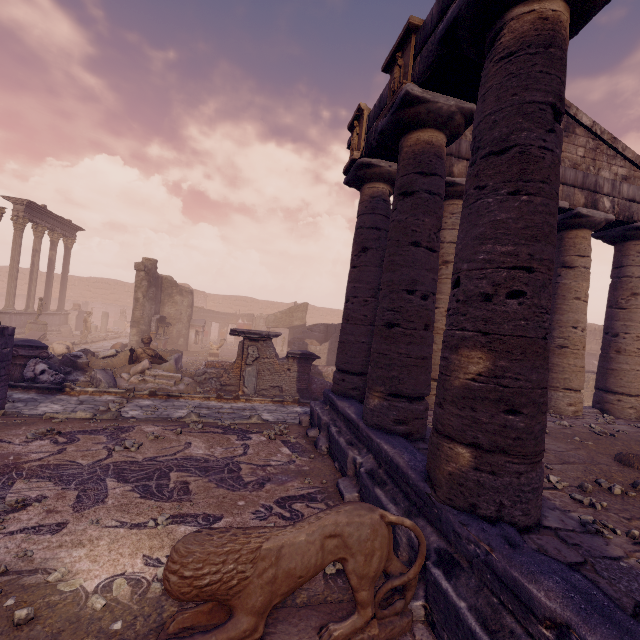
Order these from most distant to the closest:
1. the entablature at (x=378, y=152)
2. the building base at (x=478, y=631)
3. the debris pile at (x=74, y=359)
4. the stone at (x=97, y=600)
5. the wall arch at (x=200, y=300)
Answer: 1. the wall arch at (x=200, y=300)
2. the debris pile at (x=74, y=359)
3. the entablature at (x=378, y=152)
4. the stone at (x=97, y=600)
5. the building base at (x=478, y=631)

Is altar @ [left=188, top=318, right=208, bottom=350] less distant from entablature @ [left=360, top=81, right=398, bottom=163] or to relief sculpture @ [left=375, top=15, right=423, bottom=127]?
entablature @ [left=360, top=81, right=398, bottom=163]

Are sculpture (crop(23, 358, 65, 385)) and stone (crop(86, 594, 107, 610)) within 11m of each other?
yes

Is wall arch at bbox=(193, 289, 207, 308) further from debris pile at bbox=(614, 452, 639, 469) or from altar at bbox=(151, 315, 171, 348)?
debris pile at bbox=(614, 452, 639, 469)

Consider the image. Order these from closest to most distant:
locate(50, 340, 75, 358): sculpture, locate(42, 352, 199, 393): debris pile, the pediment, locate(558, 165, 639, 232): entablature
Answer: locate(558, 165, 639, 232): entablature → the pediment → locate(42, 352, 199, 393): debris pile → locate(50, 340, 75, 358): sculpture

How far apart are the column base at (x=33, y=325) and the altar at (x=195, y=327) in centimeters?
744cm

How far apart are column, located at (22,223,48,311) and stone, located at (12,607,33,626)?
24.0m

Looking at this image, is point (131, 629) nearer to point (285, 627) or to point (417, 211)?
point (285, 627)
